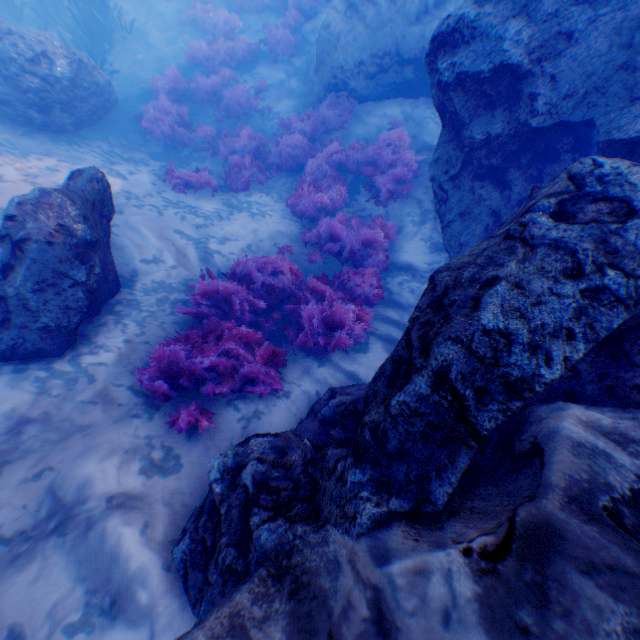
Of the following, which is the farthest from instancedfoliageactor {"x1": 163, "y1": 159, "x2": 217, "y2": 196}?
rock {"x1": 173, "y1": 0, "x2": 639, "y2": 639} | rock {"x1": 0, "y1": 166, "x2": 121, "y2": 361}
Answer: rock {"x1": 0, "y1": 166, "x2": 121, "y2": 361}

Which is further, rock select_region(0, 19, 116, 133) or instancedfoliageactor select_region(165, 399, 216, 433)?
rock select_region(0, 19, 116, 133)

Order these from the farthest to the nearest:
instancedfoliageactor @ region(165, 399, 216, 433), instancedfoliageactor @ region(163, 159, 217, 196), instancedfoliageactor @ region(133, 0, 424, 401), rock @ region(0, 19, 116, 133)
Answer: instancedfoliageactor @ region(163, 159, 217, 196) < rock @ region(0, 19, 116, 133) < instancedfoliageactor @ region(133, 0, 424, 401) < instancedfoliageactor @ region(165, 399, 216, 433)

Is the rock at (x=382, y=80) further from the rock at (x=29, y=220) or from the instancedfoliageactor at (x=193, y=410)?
the rock at (x=29, y=220)

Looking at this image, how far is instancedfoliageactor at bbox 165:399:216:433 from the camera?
3.8 meters

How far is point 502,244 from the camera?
2.47m
